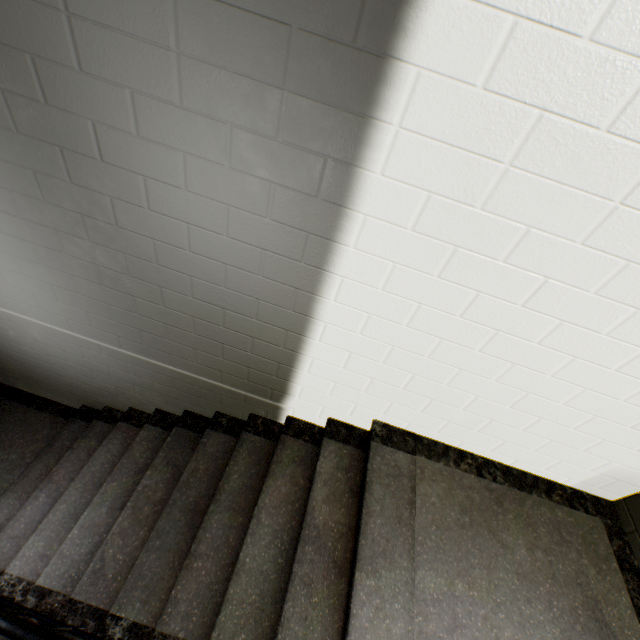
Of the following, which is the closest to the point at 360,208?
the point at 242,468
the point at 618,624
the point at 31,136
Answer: the point at 31,136

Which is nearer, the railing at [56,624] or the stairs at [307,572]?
the railing at [56,624]

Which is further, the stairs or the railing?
the stairs
